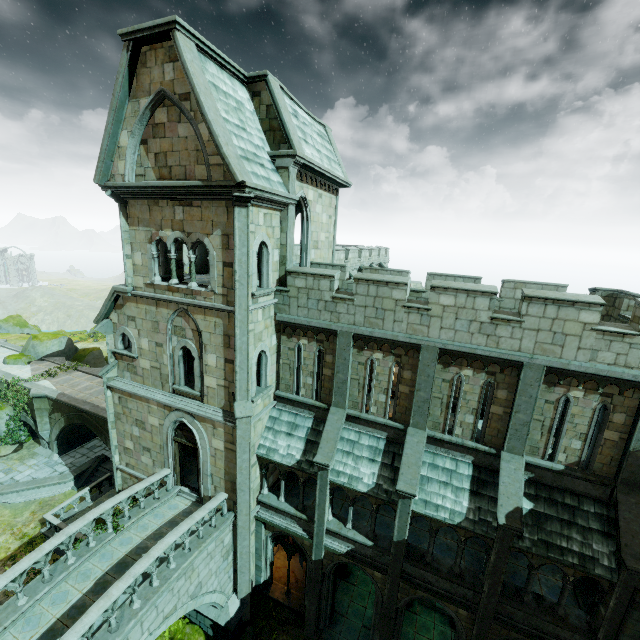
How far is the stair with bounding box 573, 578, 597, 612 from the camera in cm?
1166

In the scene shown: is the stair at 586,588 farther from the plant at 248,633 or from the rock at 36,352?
the rock at 36,352

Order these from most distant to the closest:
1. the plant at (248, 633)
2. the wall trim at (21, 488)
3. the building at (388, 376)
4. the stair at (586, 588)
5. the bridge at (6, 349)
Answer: the bridge at (6, 349) < the wall trim at (21, 488) < the plant at (248, 633) < the stair at (586, 588) < the building at (388, 376)

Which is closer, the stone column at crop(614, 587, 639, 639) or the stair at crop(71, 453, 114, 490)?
the stone column at crop(614, 587, 639, 639)

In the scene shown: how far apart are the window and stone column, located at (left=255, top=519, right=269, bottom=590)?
0.0m

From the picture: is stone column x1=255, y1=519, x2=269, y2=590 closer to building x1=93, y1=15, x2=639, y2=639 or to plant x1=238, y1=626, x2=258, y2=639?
building x1=93, y1=15, x2=639, y2=639

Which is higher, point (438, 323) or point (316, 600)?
point (438, 323)

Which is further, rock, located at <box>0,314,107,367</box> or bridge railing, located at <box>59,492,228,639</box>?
rock, located at <box>0,314,107,367</box>
